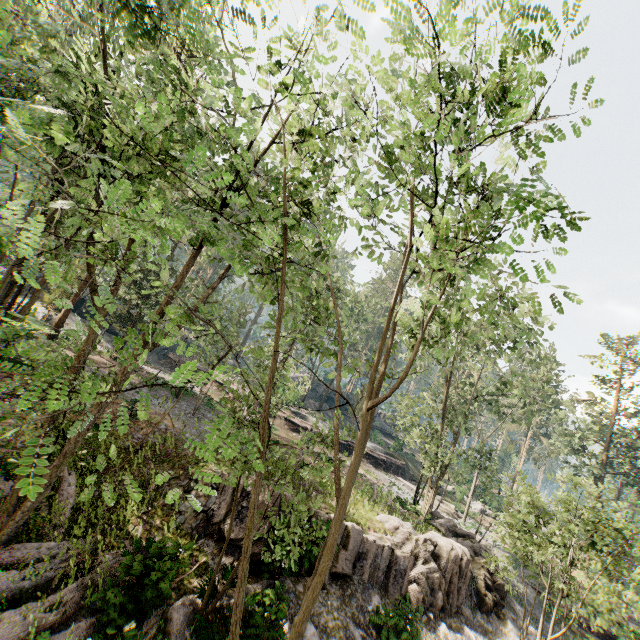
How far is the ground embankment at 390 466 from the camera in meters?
34.5 m

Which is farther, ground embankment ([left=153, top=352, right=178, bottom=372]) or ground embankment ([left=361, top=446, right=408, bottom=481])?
ground embankment ([left=153, top=352, right=178, bottom=372])

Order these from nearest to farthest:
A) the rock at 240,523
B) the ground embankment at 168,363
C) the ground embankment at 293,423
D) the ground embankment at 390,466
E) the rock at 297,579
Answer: the rock at 297,579
the rock at 240,523
the ground embankment at 293,423
the ground embankment at 390,466
the ground embankment at 168,363

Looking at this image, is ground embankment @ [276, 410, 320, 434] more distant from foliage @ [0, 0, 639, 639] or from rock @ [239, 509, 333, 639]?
rock @ [239, 509, 333, 639]

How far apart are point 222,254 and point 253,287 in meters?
4.2 m

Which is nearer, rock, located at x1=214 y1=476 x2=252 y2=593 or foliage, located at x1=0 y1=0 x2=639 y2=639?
foliage, located at x1=0 y1=0 x2=639 y2=639

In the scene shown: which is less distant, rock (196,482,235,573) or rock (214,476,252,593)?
rock (214,476,252,593)

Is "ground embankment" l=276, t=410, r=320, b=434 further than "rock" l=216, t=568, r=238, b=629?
Yes
